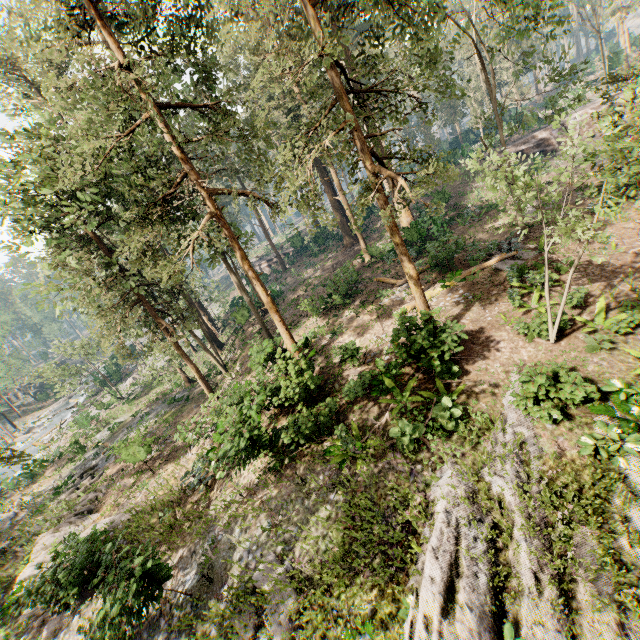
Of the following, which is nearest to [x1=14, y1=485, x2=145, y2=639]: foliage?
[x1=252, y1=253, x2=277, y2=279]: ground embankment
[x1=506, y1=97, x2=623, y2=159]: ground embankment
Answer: [x1=252, y1=253, x2=277, y2=279]: ground embankment

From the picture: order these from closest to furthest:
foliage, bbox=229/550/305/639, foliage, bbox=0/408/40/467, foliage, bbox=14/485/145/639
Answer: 1. foliage, bbox=0/408/40/467
2. foliage, bbox=229/550/305/639
3. foliage, bbox=14/485/145/639

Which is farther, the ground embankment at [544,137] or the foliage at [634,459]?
the ground embankment at [544,137]

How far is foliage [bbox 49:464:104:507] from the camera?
22.1 meters

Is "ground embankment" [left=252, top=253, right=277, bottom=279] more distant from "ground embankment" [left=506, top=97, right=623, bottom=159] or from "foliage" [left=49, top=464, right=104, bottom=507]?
"ground embankment" [left=506, top=97, right=623, bottom=159]

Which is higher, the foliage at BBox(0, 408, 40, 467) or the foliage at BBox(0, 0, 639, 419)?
the foliage at BBox(0, 0, 639, 419)

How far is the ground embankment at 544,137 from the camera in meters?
34.6

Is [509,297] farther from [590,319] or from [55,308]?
[55,308]
